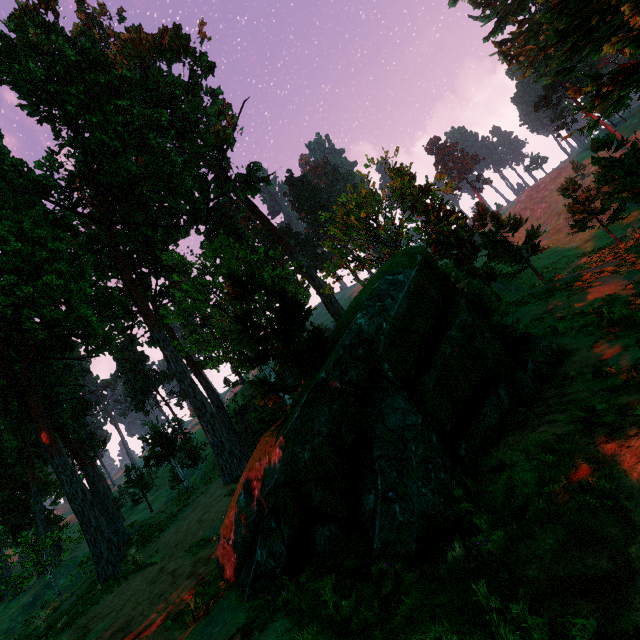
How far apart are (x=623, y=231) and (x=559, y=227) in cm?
1164

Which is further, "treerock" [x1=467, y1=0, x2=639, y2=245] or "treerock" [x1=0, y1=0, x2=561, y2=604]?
"treerock" [x1=467, y1=0, x2=639, y2=245]

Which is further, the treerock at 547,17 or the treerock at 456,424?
the treerock at 547,17
